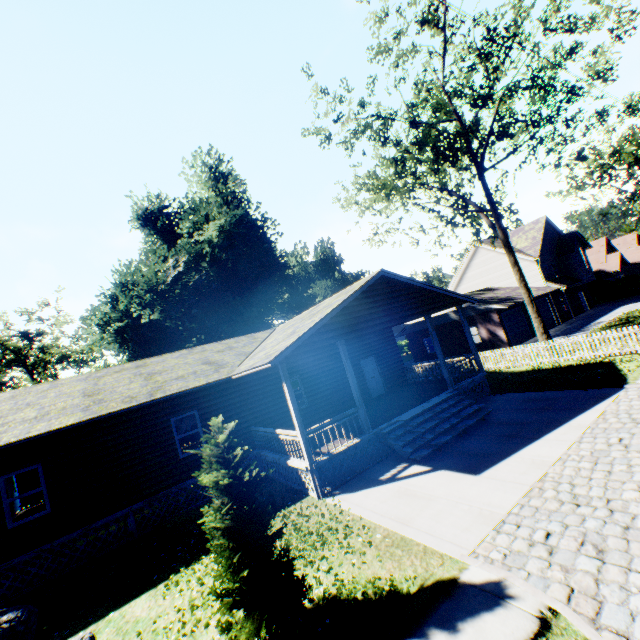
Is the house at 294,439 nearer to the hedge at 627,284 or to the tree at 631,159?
the tree at 631,159

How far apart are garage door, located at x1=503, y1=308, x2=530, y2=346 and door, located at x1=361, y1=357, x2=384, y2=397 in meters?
14.4 m

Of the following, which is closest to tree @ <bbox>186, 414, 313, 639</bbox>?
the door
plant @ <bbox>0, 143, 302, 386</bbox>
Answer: the door

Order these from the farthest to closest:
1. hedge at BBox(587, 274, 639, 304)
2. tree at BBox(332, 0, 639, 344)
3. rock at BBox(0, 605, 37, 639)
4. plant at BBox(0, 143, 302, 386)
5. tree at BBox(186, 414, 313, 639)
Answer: hedge at BBox(587, 274, 639, 304)
plant at BBox(0, 143, 302, 386)
tree at BBox(332, 0, 639, 344)
rock at BBox(0, 605, 37, 639)
tree at BBox(186, 414, 313, 639)

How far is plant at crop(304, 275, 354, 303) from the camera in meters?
54.4 m

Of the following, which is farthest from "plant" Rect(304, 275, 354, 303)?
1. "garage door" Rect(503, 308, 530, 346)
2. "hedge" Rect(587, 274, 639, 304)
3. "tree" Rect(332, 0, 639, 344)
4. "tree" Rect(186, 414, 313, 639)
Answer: "tree" Rect(186, 414, 313, 639)

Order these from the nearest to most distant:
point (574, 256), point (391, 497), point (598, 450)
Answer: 1. point (598, 450)
2. point (391, 497)
3. point (574, 256)

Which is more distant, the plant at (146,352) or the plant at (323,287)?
the plant at (323,287)
